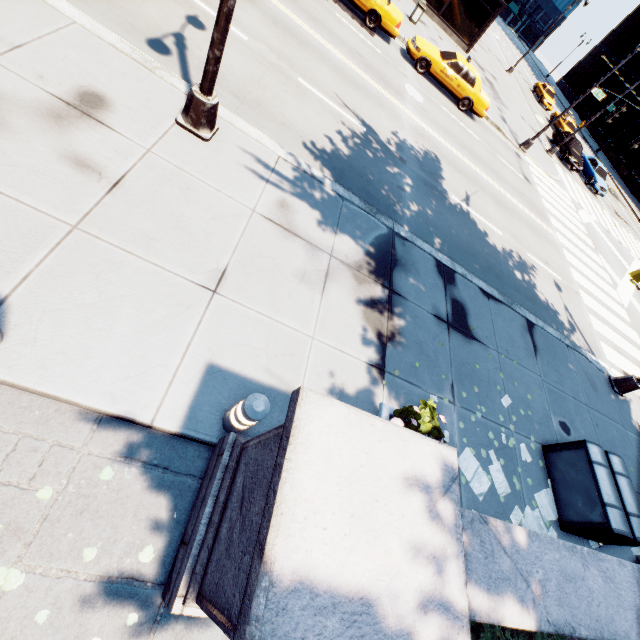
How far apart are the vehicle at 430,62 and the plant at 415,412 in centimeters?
1796cm

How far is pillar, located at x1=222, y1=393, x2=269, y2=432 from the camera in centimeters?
315cm

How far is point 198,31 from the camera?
7.46m

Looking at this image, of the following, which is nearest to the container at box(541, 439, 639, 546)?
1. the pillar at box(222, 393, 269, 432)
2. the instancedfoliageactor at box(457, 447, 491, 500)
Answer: the instancedfoliageactor at box(457, 447, 491, 500)

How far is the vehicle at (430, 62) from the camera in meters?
15.3

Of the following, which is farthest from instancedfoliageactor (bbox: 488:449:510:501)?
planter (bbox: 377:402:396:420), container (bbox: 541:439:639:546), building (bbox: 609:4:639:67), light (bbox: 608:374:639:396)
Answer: building (bbox: 609:4:639:67)

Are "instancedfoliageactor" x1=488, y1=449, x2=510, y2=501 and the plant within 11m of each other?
yes

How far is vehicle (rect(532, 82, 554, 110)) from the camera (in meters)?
36.91
